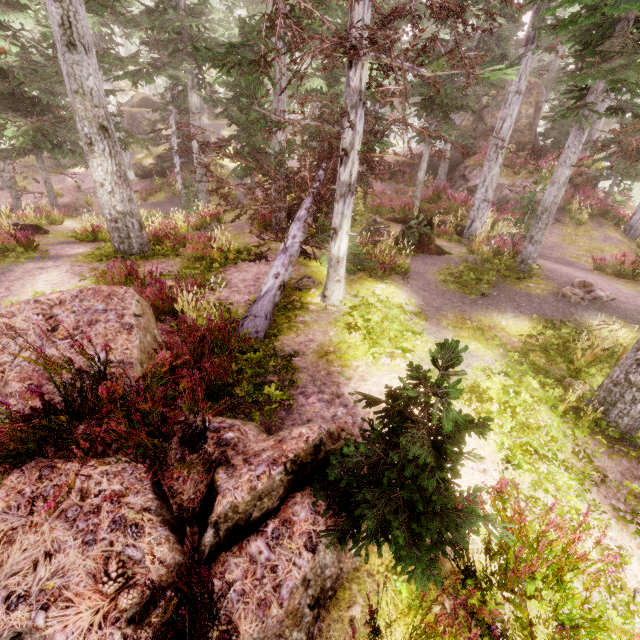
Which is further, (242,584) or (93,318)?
(93,318)

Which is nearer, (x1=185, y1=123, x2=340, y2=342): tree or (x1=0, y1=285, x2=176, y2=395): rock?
(x1=0, y1=285, x2=176, y2=395): rock

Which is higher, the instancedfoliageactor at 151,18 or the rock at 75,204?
the instancedfoliageactor at 151,18

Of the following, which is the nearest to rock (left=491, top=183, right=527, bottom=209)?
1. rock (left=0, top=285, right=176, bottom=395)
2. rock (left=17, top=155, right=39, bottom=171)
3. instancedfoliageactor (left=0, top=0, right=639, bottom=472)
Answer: instancedfoliageactor (left=0, top=0, right=639, bottom=472)

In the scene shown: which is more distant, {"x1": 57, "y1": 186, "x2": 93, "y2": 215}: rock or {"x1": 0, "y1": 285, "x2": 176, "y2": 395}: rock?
{"x1": 57, "y1": 186, "x2": 93, "y2": 215}: rock

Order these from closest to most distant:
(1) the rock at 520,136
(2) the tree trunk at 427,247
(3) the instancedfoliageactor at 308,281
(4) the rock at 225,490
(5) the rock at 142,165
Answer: (4) the rock at 225,490 < (3) the instancedfoliageactor at 308,281 < (2) the tree trunk at 427,247 < (1) the rock at 520,136 < (5) the rock at 142,165

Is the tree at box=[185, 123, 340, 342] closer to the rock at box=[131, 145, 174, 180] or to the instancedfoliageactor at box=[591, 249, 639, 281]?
the instancedfoliageactor at box=[591, 249, 639, 281]

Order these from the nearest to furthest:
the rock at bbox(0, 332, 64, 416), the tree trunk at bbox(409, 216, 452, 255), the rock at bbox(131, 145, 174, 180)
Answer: the rock at bbox(0, 332, 64, 416) → the tree trunk at bbox(409, 216, 452, 255) → the rock at bbox(131, 145, 174, 180)
